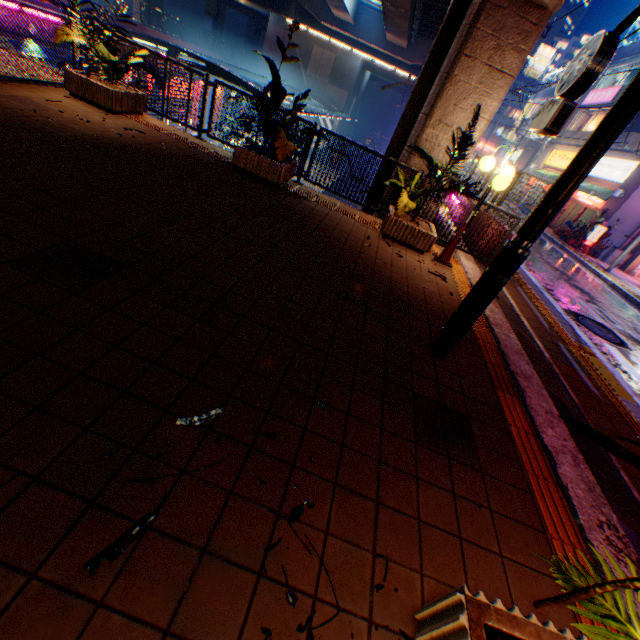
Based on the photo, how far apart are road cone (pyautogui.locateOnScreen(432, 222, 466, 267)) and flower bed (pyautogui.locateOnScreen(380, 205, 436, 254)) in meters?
0.1

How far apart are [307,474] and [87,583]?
1.1 meters

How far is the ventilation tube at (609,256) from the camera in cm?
1929

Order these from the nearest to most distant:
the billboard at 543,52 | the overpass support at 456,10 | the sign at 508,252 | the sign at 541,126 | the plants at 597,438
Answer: the plants at 597,438 < the sign at 508,252 < the sign at 541,126 < the overpass support at 456,10 < the billboard at 543,52

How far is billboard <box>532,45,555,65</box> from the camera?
52.84m

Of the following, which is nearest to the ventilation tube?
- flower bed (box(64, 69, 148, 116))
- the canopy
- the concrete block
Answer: the concrete block

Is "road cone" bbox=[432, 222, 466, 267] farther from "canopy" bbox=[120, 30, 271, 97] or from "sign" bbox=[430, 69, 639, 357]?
"canopy" bbox=[120, 30, 271, 97]

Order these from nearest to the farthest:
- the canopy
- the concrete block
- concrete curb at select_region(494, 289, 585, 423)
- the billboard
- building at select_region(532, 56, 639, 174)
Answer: concrete curb at select_region(494, 289, 585, 423)
the canopy
the concrete block
building at select_region(532, 56, 639, 174)
the billboard
